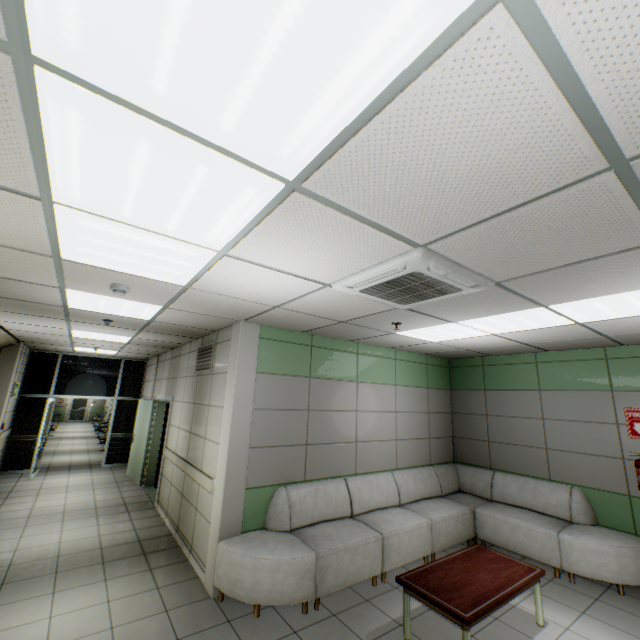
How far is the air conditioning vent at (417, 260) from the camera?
2.3 meters

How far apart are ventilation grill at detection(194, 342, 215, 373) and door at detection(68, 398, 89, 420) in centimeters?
2218cm

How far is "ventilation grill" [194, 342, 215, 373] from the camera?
5.2 meters

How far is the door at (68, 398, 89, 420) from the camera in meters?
21.9

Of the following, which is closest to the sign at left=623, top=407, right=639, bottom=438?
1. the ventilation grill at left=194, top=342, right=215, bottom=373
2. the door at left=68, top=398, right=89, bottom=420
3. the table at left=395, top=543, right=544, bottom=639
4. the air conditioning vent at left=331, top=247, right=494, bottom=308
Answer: the table at left=395, top=543, right=544, bottom=639

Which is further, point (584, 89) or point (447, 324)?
point (447, 324)

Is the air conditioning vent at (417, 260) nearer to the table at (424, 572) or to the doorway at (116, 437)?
the table at (424, 572)

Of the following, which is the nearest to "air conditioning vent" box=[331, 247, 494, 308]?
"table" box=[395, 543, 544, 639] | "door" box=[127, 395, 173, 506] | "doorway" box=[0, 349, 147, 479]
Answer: "table" box=[395, 543, 544, 639]
